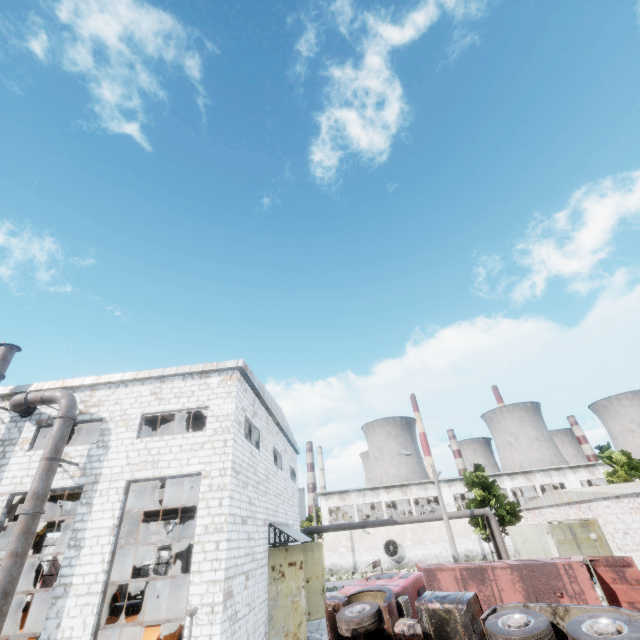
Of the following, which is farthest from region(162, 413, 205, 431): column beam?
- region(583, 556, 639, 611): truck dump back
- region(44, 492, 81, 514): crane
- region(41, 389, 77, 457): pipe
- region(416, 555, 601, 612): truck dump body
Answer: region(583, 556, 639, 611): truck dump back

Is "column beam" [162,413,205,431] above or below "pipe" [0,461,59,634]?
above

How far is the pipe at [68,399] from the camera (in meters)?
11.77

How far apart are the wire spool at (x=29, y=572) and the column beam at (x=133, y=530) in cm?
548

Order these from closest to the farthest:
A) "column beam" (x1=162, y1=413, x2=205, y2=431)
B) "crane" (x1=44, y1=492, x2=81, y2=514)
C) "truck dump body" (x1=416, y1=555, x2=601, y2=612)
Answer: "truck dump body" (x1=416, y1=555, x2=601, y2=612), "column beam" (x1=162, y1=413, x2=205, y2=431), "crane" (x1=44, y1=492, x2=81, y2=514)

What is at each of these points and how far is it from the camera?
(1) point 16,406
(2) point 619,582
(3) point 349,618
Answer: (1) pipe, 13.0m
(2) truck dump back, 10.8m
(3) truck, 8.8m

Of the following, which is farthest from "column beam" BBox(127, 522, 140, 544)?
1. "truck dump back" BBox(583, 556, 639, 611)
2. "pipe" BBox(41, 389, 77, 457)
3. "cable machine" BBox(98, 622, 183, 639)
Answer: "truck dump back" BBox(583, 556, 639, 611)

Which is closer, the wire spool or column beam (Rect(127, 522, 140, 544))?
the wire spool
